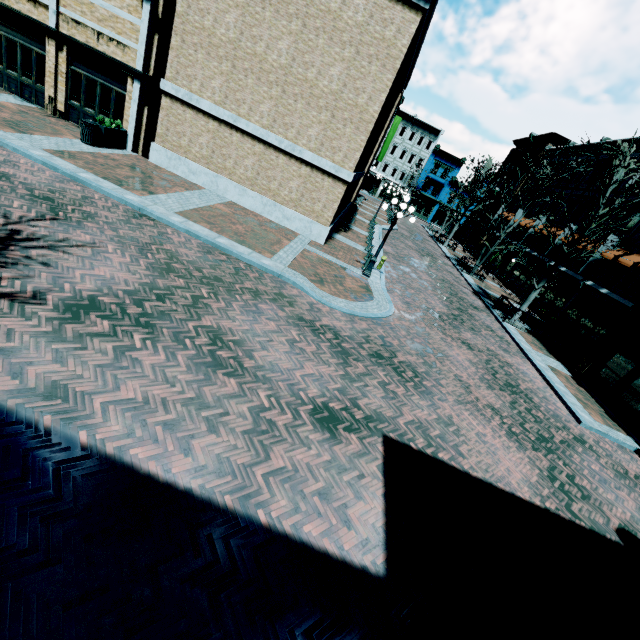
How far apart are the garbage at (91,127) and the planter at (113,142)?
0.09m

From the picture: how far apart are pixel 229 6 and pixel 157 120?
6.1 meters

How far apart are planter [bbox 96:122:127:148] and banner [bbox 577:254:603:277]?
28.1m

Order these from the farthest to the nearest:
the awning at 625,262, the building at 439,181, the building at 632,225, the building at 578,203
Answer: the building at 439,181 → the building at 578,203 → the building at 632,225 → the awning at 625,262

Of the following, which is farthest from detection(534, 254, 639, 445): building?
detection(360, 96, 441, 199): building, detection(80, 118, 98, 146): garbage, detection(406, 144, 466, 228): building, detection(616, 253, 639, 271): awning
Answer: detection(360, 96, 441, 199): building

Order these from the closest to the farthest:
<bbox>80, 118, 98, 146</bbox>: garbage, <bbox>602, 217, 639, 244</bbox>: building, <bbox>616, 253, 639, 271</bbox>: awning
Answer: <bbox>80, 118, 98, 146</bbox>: garbage < <bbox>616, 253, 639, 271</bbox>: awning < <bbox>602, 217, 639, 244</bbox>: building

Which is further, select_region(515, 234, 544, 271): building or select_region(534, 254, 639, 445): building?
select_region(515, 234, 544, 271): building

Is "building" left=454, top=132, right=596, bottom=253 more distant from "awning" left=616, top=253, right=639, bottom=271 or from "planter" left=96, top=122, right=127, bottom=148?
"awning" left=616, top=253, right=639, bottom=271
